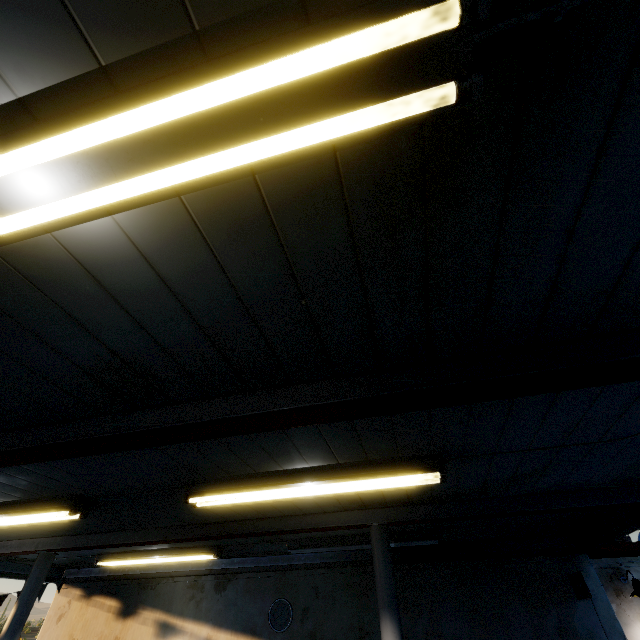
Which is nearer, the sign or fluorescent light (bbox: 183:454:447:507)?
fluorescent light (bbox: 183:454:447:507)

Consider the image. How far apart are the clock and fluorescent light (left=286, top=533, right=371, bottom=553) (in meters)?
1.98

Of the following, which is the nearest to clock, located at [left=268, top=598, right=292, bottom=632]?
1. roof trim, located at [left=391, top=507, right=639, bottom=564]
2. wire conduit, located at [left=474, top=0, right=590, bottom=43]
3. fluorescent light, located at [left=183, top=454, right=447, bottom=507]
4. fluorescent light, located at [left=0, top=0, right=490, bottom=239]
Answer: roof trim, located at [left=391, top=507, right=639, bottom=564]

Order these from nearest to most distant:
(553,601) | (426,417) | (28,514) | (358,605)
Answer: (426,417)
(28,514)
(553,601)
(358,605)

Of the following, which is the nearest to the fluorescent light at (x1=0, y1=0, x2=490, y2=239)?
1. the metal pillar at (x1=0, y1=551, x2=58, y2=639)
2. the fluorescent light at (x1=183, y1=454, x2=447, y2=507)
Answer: the fluorescent light at (x1=183, y1=454, x2=447, y2=507)

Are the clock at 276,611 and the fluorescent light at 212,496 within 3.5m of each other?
no

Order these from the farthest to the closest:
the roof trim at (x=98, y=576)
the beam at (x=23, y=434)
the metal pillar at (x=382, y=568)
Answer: the roof trim at (x=98, y=576), the metal pillar at (x=382, y=568), the beam at (x=23, y=434)

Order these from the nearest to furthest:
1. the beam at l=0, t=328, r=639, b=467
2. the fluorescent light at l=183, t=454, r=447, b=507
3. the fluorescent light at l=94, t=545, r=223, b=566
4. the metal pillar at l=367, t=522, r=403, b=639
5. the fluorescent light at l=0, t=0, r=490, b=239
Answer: the fluorescent light at l=0, t=0, r=490, b=239 → the beam at l=0, t=328, r=639, b=467 → the fluorescent light at l=183, t=454, r=447, b=507 → the metal pillar at l=367, t=522, r=403, b=639 → the fluorescent light at l=94, t=545, r=223, b=566
